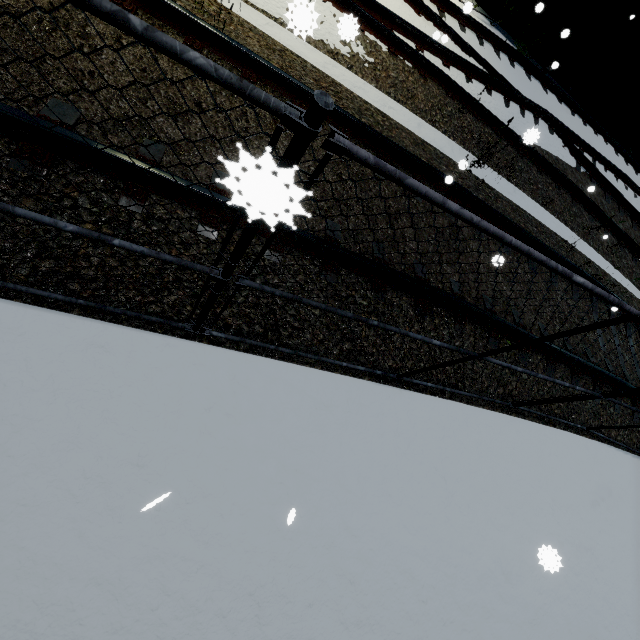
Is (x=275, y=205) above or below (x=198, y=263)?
above
